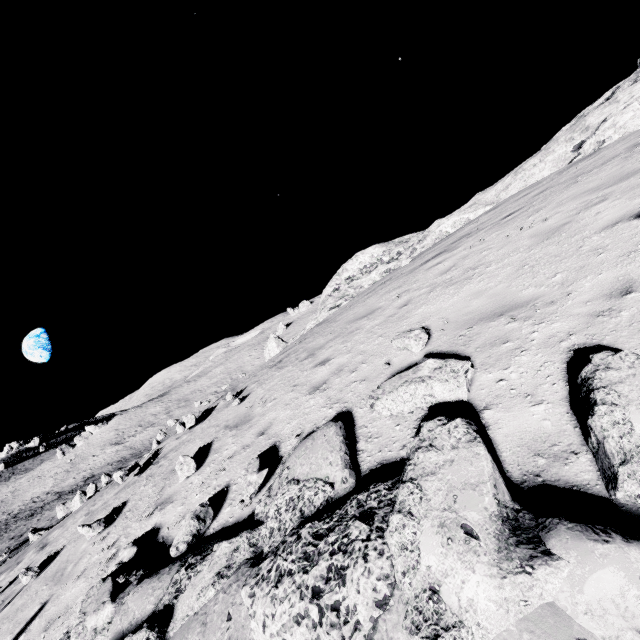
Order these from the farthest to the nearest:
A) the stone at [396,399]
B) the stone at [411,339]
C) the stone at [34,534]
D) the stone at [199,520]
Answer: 1. the stone at [34,534]
2. the stone at [411,339]
3. the stone at [199,520]
4. the stone at [396,399]

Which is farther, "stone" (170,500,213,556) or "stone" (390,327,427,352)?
"stone" (390,327,427,352)

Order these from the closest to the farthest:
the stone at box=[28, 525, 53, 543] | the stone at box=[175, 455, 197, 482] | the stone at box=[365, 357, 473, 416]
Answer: the stone at box=[365, 357, 473, 416], the stone at box=[175, 455, 197, 482], the stone at box=[28, 525, 53, 543]

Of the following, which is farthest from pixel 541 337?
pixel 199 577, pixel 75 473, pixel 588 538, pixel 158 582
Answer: pixel 75 473

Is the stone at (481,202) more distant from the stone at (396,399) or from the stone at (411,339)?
the stone at (396,399)

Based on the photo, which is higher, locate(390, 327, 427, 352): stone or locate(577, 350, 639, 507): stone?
locate(390, 327, 427, 352): stone

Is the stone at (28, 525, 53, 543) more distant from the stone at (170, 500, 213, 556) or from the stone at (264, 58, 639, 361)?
the stone at (170, 500, 213, 556)

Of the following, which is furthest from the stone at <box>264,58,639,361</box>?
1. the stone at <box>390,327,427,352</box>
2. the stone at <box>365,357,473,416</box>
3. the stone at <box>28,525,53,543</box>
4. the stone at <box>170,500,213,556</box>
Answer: the stone at <box>28,525,53,543</box>
